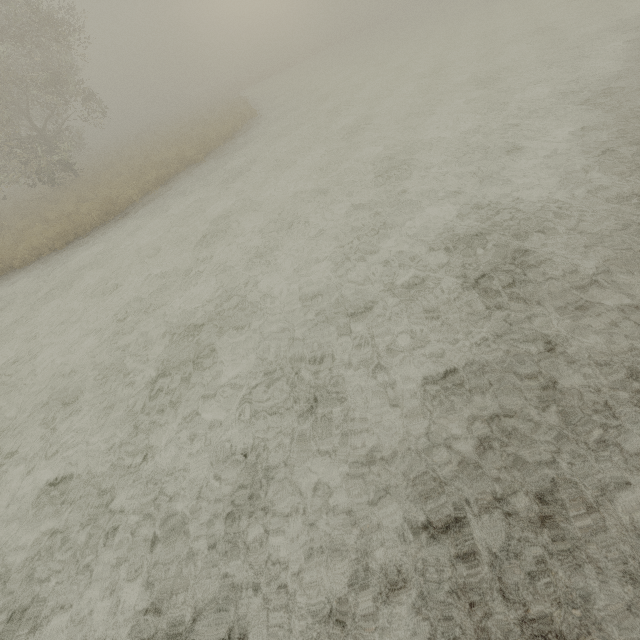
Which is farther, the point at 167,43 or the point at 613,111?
the point at 167,43
